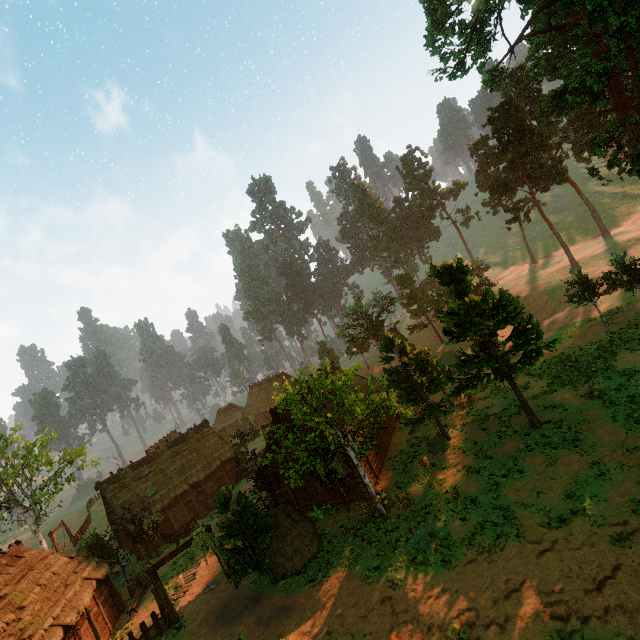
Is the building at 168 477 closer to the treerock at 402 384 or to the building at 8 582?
the treerock at 402 384

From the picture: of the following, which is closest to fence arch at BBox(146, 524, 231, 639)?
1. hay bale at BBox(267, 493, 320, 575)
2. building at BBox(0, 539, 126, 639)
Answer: hay bale at BBox(267, 493, 320, 575)

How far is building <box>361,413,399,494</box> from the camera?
22.64m

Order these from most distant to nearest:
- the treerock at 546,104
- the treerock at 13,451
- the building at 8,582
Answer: the treerock at 13,451
the treerock at 546,104
the building at 8,582

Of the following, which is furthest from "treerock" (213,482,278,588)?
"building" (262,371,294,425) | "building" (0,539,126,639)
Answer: "building" (0,539,126,639)

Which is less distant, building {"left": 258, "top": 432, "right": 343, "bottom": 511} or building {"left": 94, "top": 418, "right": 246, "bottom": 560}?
building {"left": 258, "top": 432, "right": 343, "bottom": 511}

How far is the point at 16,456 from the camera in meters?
34.1

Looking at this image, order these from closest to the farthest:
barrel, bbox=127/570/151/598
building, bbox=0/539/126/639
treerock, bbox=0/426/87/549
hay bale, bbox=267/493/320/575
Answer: building, bbox=0/539/126/639
hay bale, bbox=267/493/320/575
barrel, bbox=127/570/151/598
treerock, bbox=0/426/87/549
